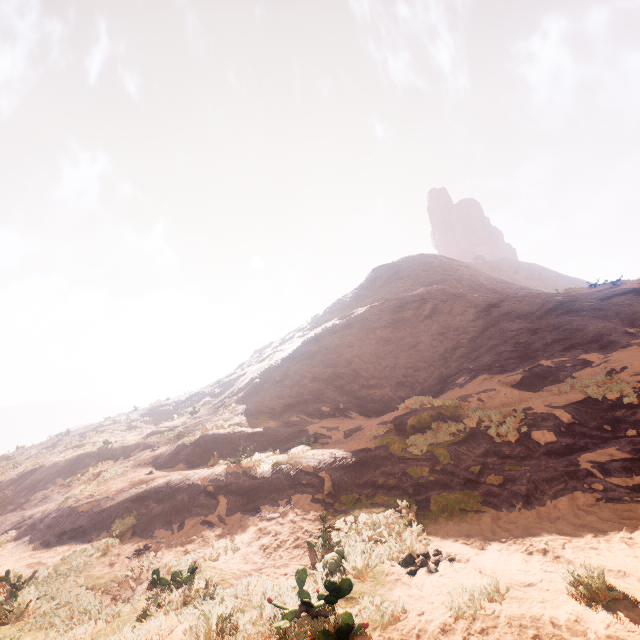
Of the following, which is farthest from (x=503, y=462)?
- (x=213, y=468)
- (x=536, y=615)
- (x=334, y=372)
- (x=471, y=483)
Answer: (x=334, y=372)
